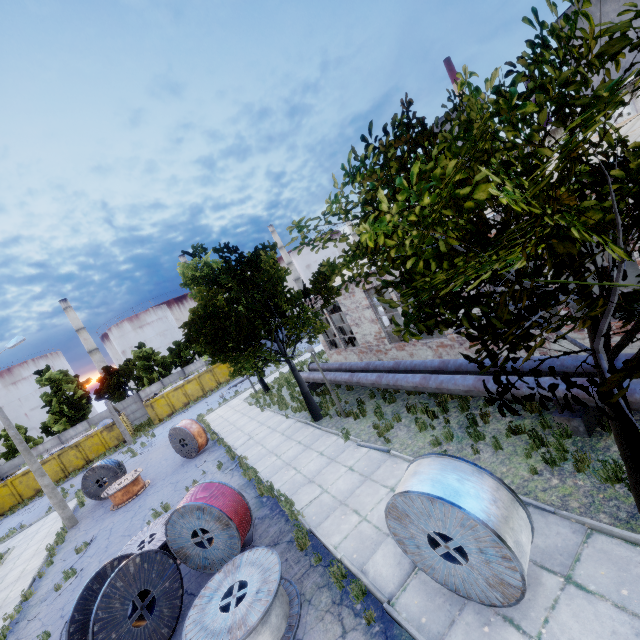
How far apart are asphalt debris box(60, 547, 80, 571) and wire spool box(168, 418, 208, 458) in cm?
495

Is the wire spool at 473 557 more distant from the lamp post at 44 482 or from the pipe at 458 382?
the lamp post at 44 482

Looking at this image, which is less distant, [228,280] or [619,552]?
[619,552]

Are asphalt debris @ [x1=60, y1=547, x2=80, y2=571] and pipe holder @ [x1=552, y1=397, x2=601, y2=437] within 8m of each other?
no

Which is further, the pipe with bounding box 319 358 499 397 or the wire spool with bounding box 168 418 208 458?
the wire spool with bounding box 168 418 208 458

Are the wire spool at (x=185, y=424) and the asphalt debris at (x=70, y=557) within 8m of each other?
yes

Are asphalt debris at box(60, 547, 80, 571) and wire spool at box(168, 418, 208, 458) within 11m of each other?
yes

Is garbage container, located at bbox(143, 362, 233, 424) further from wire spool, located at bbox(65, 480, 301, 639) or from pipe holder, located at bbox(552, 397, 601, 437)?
pipe holder, located at bbox(552, 397, 601, 437)
